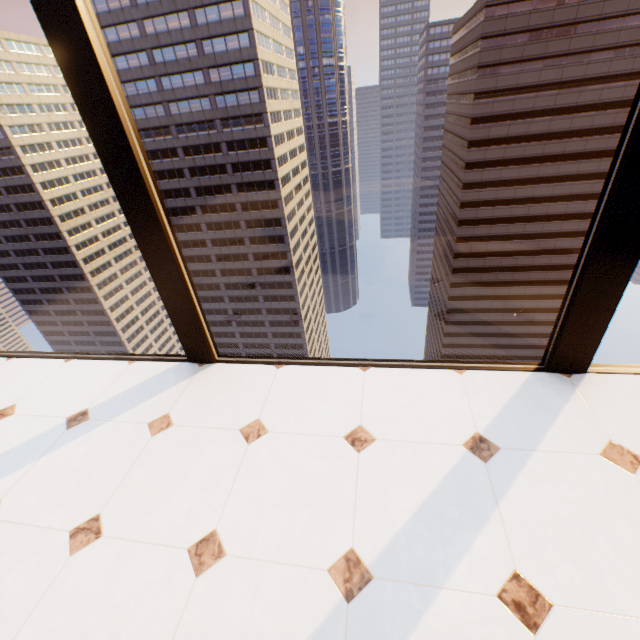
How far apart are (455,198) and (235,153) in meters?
40.1

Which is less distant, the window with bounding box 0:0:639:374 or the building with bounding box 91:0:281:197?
the window with bounding box 0:0:639:374

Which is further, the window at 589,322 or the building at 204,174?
the building at 204,174
